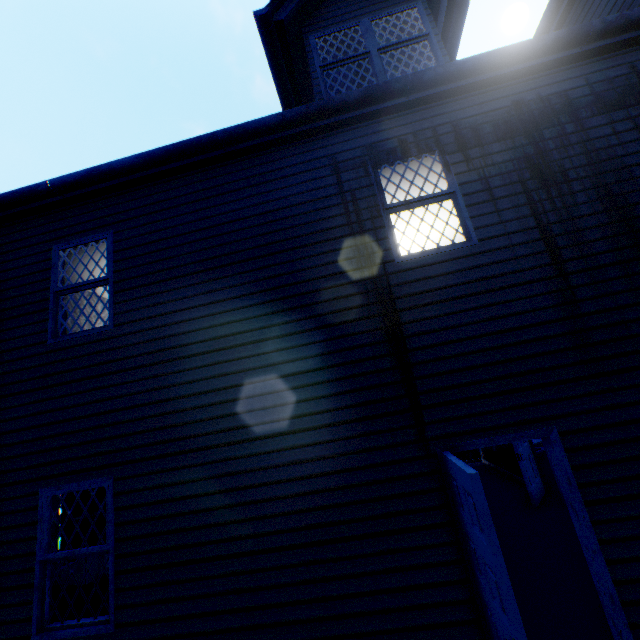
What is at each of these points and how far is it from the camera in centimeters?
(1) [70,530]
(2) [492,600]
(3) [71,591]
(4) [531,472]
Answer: (1) curtain, 615cm
(2) door, 258cm
(3) sofa, 479cm
(4) door, 758cm

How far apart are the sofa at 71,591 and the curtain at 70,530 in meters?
1.4

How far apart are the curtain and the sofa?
1.4 meters

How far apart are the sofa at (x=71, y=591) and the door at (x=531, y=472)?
7.5m

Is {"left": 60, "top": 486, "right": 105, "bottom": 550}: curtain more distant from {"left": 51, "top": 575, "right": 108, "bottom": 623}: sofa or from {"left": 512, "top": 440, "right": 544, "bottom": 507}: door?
{"left": 512, "top": 440, "right": 544, "bottom": 507}: door

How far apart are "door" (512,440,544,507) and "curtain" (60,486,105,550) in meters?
9.3 m

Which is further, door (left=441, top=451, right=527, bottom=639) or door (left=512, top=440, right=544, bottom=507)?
door (left=512, top=440, right=544, bottom=507)

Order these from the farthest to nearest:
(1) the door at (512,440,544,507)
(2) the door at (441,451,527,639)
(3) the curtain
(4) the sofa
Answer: (1) the door at (512,440,544,507)
(3) the curtain
(4) the sofa
(2) the door at (441,451,527,639)
